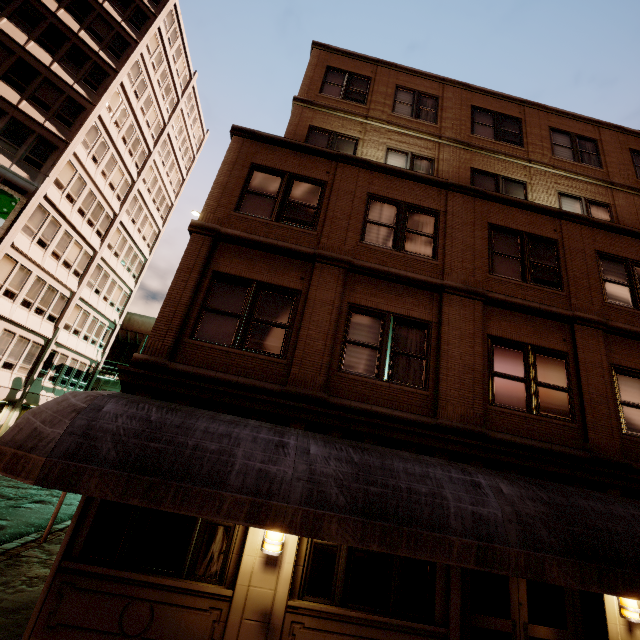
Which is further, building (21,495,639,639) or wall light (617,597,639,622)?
wall light (617,597,639,622)

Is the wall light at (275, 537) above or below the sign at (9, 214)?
Result: below

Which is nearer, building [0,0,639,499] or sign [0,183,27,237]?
building [0,0,639,499]

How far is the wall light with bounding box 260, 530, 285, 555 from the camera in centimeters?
566cm

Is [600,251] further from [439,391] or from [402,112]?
[402,112]

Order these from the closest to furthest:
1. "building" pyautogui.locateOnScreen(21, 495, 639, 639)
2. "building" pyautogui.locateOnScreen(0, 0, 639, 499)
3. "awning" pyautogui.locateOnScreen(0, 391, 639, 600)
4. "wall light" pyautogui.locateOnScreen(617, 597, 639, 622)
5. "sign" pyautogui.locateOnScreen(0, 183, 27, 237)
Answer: "awning" pyautogui.locateOnScreen(0, 391, 639, 600) → "building" pyautogui.locateOnScreen(21, 495, 639, 639) → "wall light" pyautogui.locateOnScreen(617, 597, 639, 622) → "building" pyautogui.locateOnScreen(0, 0, 639, 499) → "sign" pyautogui.locateOnScreen(0, 183, 27, 237)

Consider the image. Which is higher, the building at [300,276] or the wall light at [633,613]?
the building at [300,276]
